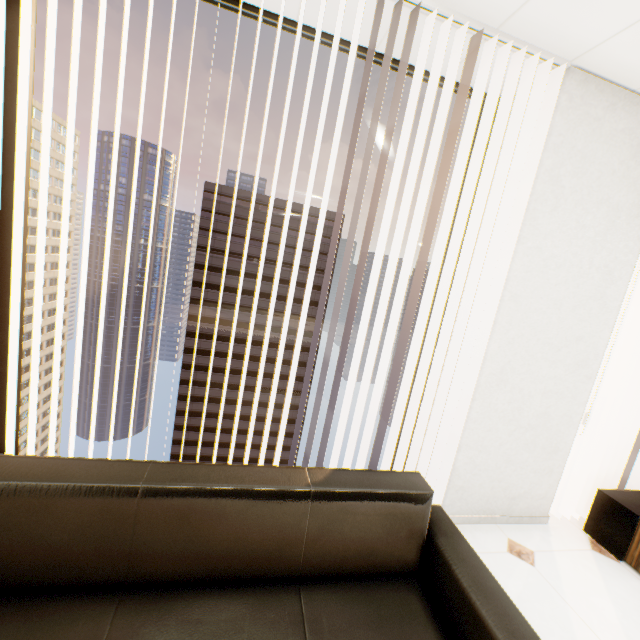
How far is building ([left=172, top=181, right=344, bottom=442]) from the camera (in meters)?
54.50

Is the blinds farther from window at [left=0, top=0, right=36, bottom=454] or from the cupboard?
the cupboard

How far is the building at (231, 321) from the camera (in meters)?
54.50

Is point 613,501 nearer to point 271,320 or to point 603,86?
point 603,86

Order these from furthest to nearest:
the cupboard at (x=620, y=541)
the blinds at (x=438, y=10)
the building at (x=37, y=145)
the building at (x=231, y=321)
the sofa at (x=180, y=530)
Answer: the building at (x=37, y=145)
the building at (x=231, y=321)
the cupboard at (x=620, y=541)
the blinds at (x=438, y=10)
the sofa at (x=180, y=530)

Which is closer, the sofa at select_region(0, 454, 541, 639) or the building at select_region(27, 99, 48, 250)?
the sofa at select_region(0, 454, 541, 639)

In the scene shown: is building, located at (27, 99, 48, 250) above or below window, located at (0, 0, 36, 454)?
above

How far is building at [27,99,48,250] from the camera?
56.9m
